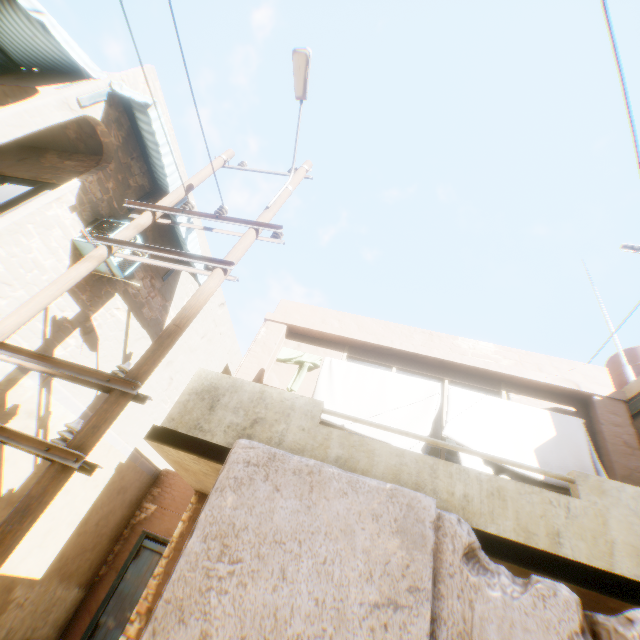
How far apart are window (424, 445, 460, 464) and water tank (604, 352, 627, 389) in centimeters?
459cm

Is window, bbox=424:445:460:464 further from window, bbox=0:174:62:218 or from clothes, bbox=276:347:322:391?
window, bbox=0:174:62:218

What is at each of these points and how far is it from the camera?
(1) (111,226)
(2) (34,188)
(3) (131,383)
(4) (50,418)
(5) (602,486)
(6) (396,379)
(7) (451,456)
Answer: (1) air conditioner, 6.3 meters
(2) window, 6.9 meters
(3) electric pole, 3.0 meters
(4) building, 6.4 meters
(5) balcony, 3.6 meters
(6) clothes, 5.5 meters
(7) window, 5.4 meters

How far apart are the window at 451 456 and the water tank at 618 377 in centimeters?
459cm

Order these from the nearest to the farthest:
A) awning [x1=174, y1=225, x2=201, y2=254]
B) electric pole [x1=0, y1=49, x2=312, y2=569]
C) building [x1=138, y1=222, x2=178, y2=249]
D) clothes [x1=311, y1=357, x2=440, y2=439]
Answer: electric pole [x1=0, y1=49, x2=312, y2=569]
clothes [x1=311, y1=357, x2=440, y2=439]
awning [x1=174, y1=225, x2=201, y2=254]
building [x1=138, y1=222, x2=178, y2=249]

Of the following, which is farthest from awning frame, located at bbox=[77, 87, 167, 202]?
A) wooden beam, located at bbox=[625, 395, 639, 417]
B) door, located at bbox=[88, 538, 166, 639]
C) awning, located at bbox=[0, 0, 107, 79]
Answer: door, located at bbox=[88, 538, 166, 639]

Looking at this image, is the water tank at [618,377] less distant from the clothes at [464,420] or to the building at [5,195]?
the building at [5,195]

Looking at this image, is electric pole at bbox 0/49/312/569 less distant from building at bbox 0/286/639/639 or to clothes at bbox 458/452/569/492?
building at bbox 0/286/639/639
